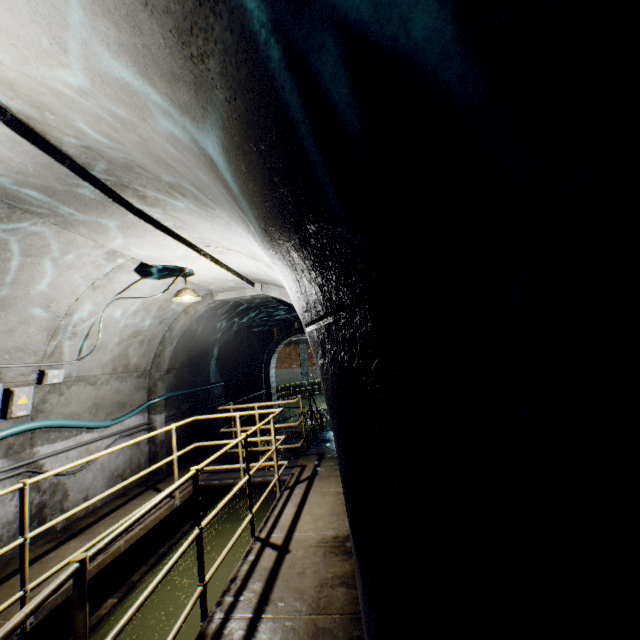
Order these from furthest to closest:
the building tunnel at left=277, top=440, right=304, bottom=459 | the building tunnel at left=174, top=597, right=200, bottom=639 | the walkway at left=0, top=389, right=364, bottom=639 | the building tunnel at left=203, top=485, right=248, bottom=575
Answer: the building tunnel at left=277, top=440, right=304, bottom=459, the building tunnel at left=203, top=485, right=248, bottom=575, the building tunnel at left=174, top=597, right=200, bottom=639, the walkway at left=0, top=389, right=364, bottom=639

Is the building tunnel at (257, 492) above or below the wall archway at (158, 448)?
below

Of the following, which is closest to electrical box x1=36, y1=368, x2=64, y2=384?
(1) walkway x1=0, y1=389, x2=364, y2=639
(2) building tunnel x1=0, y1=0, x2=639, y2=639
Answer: (2) building tunnel x1=0, y1=0, x2=639, y2=639

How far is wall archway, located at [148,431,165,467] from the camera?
6.9m

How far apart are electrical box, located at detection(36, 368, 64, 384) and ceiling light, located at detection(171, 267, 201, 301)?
1.95m

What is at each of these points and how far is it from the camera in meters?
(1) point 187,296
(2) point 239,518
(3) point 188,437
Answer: (1) ceiling light, 5.0 m
(2) building tunnel, 6.6 m
(3) building tunnel, 8.5 m

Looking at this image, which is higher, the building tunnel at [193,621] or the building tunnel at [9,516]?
the building tunnel at [9,516]

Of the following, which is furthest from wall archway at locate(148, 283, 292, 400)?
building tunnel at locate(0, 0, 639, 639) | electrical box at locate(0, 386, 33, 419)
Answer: electrical box at locate(0, 386, 33, 419)
